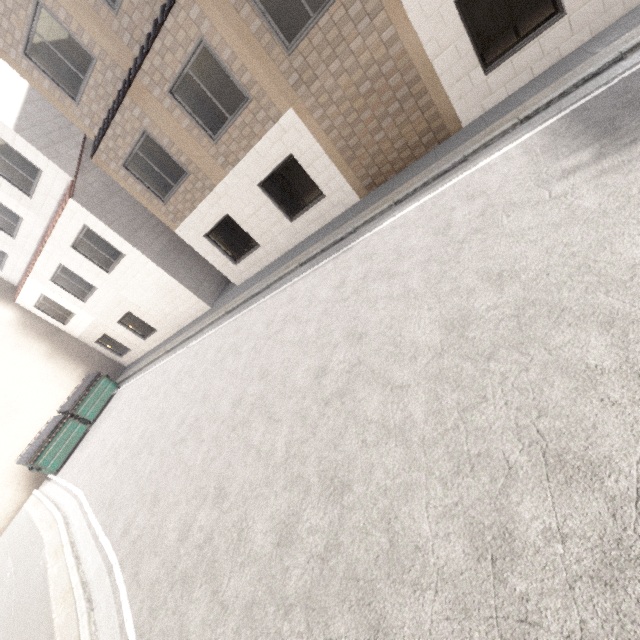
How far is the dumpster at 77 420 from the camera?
12.95m

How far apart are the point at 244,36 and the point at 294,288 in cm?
575

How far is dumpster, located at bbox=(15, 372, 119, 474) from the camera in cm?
1295
